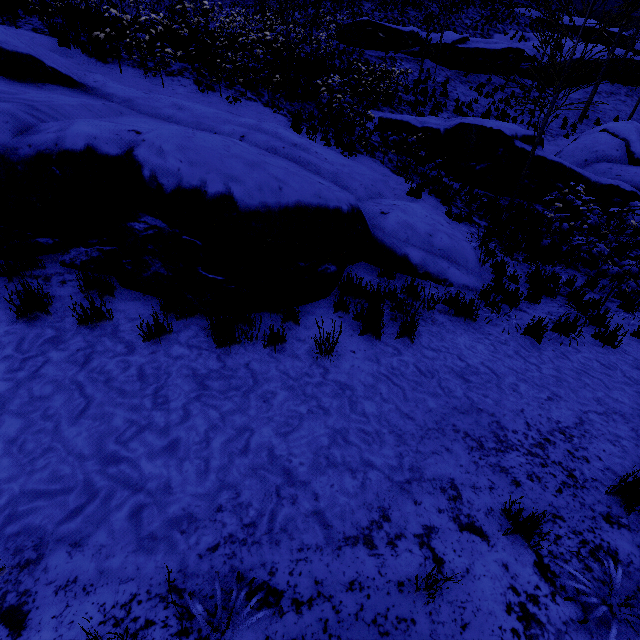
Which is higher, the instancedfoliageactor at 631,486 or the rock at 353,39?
the rock at 353,39

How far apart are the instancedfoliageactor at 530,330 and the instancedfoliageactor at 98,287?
5.6m

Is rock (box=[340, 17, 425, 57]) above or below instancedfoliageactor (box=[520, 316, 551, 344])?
above

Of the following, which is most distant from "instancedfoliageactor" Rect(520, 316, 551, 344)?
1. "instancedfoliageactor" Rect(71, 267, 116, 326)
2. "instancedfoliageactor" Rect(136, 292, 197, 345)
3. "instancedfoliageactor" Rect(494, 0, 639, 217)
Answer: "instancedfoliageactor" Rect(494, 0, 639, 217)

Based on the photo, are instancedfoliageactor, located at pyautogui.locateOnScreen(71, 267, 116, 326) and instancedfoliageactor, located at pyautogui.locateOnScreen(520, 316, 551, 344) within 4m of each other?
no

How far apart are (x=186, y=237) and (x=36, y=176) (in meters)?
1.82

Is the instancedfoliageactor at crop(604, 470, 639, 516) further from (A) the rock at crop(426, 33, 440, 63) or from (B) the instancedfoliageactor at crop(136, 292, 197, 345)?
(A) the rock at crop(426, 33, 440, 63)

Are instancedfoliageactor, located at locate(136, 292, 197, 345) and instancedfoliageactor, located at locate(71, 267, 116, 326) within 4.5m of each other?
yes
